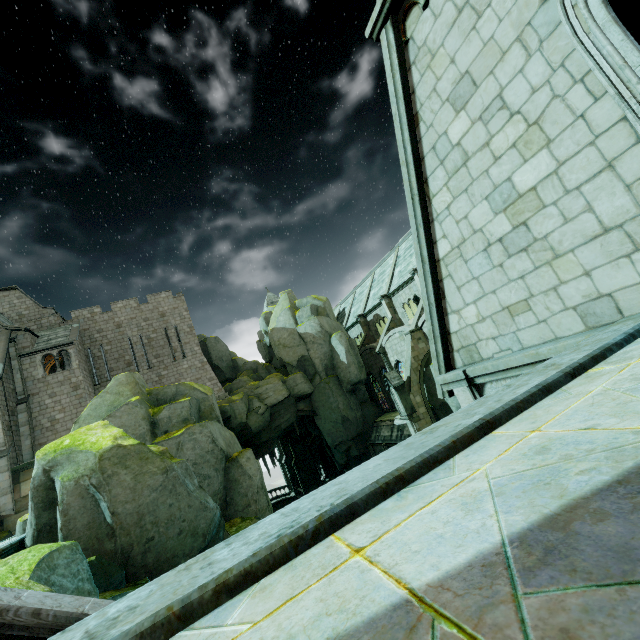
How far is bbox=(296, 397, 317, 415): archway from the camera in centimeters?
3223cm

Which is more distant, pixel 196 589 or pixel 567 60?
pixel 567 60

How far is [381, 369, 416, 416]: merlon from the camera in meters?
24.1

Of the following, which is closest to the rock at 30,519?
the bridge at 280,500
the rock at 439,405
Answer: the rock at 439,405

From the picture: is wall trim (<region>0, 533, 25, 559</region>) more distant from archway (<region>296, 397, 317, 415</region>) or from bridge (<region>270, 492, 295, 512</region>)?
bridge (<region>270, 492, 295, 512</region>)

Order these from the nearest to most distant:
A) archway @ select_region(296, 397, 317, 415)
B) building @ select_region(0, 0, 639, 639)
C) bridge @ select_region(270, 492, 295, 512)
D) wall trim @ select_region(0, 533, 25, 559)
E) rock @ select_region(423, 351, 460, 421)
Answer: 1. building @ select_region(0, 0, 639, 639)
2. wall trim @ select_region(0, 533, 25, 559)
3. rock @ select_region(423, 351, 460, 421)
4. archway @ select_region(296, 397, 317, 415)
5. bridge @ select_region(270, 492, 295, 512)

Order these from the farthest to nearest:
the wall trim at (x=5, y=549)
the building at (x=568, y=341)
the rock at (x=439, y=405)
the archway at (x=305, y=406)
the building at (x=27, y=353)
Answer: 1. the archway at (x=305, y=406)
2. the rock at (x=439, y=405)
3. the building at (x=27, y=353)
4. the wall trim at (x=5, y=549)
5. the building at (x=568, y=341)

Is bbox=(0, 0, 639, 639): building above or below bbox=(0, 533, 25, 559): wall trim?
above
